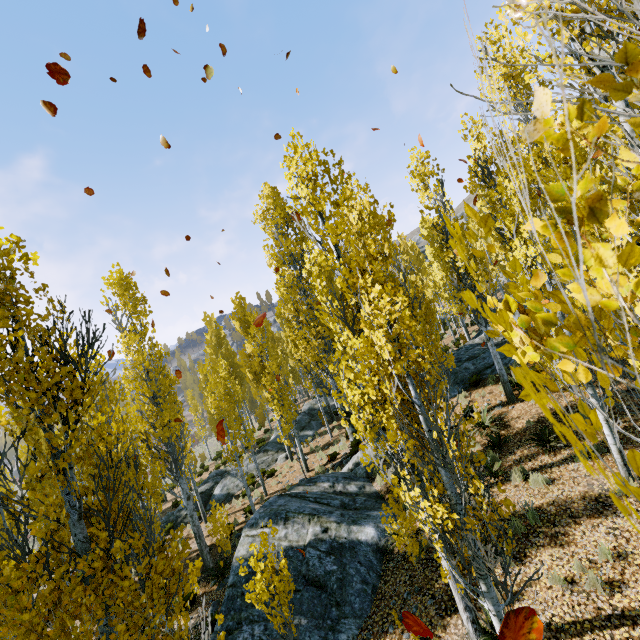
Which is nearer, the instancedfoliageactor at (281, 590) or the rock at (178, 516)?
the instancedfoliageactor at (281, 590)

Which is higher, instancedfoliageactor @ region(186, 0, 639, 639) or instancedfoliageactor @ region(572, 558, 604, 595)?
instancedfoliageactor @ region(186, 0, 639, 639)

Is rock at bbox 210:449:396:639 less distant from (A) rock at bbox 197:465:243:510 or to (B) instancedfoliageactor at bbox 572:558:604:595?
(B) instancedfoliageactor at bbox 572:558:604:595

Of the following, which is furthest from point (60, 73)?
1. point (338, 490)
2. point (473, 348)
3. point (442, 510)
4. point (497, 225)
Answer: point (473, 348)

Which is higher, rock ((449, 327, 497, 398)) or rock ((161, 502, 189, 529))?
rock ((449, 327, 497, 398))

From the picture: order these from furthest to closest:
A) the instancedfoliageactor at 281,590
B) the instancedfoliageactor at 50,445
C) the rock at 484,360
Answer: the rock at 484,360
the instancedfoliageactor at 281,590
the instancedfoliageactor at 50,445

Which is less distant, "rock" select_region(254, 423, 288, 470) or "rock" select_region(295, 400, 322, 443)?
"rock" select_region(254, 423, 288, 470)
